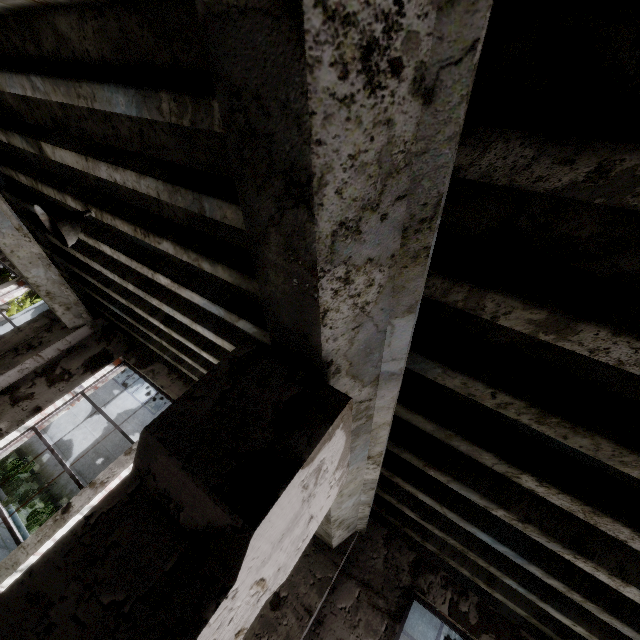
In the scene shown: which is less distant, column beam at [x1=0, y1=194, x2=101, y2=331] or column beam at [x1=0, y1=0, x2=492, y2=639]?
column beam at [x1=0, y1=0, x2=492, y2=639]

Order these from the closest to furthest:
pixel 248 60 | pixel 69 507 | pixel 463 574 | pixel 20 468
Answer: pixel 248 60 < pixel 463 574 < pixel 69 507 < pixel 20 468

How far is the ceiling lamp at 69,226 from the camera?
2.9m

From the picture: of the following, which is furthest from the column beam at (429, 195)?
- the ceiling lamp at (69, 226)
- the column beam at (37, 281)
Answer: the column beam at (37, 281)

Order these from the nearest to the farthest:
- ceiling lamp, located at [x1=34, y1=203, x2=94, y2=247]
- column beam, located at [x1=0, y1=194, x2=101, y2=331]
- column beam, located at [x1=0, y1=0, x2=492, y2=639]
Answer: column beam, located at [x1=0, y1=0, x2=492, y2=639] → ceiling lamp, located at [x1=34, y1=203, x2=94, y2=247] → column beam, located at [x1=0, y1=194, x2=101, y2=331]

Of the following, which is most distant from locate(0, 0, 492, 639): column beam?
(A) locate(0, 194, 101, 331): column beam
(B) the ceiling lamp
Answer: (A) locate(0, 194, 101, 331): column beam

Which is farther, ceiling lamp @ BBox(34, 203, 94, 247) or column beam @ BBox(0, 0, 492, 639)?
ceiling lamp @ BBox(34, 203, 94, 247)

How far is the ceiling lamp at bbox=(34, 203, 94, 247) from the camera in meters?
2.9 m
